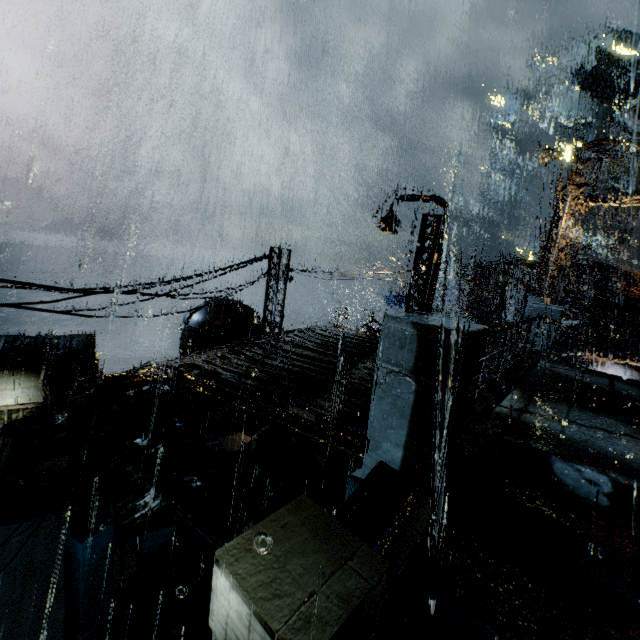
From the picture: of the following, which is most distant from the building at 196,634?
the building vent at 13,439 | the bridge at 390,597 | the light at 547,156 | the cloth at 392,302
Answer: the cloth at 392,302

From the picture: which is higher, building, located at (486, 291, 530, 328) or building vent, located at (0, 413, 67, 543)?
building, located at (486, 291, 530, 328)

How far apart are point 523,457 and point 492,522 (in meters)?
0.99

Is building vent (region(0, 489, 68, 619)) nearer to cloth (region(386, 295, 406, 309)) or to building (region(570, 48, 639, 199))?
building (region(570, 48, 639, 199))

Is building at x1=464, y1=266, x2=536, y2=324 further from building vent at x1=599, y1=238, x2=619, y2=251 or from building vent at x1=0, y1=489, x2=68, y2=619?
building vent at x1=0, y1=489, x2=68, y2=619

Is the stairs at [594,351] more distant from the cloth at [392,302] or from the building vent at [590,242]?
the cloth at [392,302]

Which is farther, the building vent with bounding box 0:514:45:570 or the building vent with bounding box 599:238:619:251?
the building vent with bounding box 599:238:619:251

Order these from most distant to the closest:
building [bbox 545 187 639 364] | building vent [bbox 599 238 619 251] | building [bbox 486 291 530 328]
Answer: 1. building vent [bbox 599 238 619 251]
2. building [bbox 486 291 530 328]
3. building [bbox 545 187 639 364]
